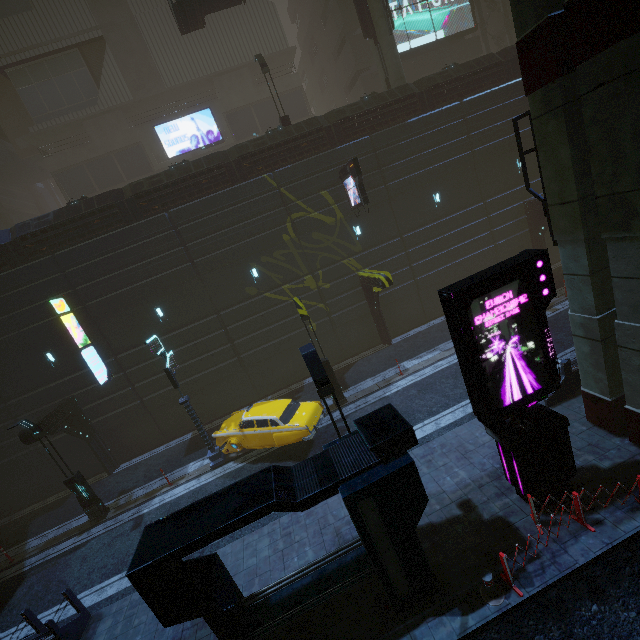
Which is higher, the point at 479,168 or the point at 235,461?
the point at 479,168

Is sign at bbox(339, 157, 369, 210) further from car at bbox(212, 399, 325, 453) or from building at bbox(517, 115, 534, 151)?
car at bbox(212, 399, 325, 453)

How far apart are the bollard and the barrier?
6.10m

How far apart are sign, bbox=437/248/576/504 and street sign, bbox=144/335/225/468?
11.42m

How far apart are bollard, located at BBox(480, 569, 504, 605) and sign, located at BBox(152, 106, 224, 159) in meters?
34.2 m

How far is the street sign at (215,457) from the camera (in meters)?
13.91

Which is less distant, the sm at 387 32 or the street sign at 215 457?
the street sign at 215 457

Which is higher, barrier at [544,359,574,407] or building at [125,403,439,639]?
building at [125,403,439,639]
